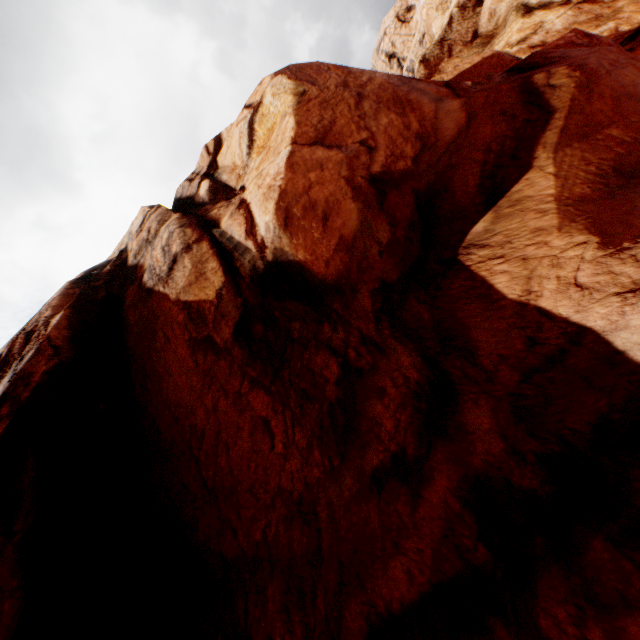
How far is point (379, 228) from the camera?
3.6m
